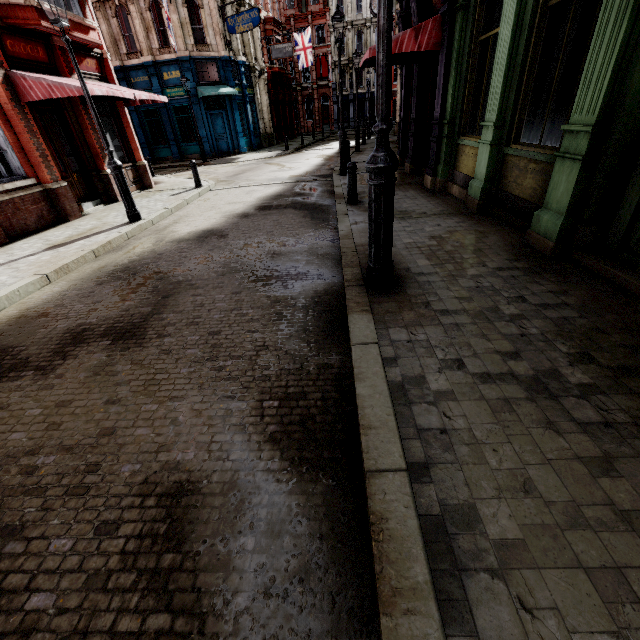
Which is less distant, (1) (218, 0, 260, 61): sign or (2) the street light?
(2) the street light

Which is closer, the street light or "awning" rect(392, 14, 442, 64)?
the street light

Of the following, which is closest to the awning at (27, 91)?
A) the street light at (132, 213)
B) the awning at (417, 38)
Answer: the street light at (132, 213)

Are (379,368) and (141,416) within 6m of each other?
yes

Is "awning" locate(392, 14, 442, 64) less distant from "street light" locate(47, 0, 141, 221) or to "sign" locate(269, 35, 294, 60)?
"street light" locate(47, 0, 141, 221)

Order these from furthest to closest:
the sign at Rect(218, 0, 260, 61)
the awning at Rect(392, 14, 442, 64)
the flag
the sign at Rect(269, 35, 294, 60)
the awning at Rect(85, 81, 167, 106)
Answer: the flag < the sign at Rect(269, 35, 294, 60) < the sign at Rect(218, 0, 260, 61) < the awning at Rect(85, 81, 167, 106) < the awning at Rect(392, 14, 442, 64)

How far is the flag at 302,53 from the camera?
32.41m

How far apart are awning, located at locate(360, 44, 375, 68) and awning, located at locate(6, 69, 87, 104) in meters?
7.0 m
